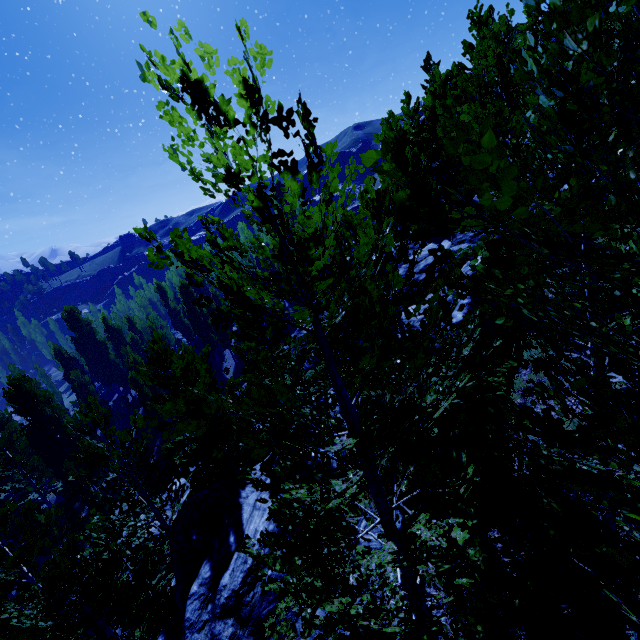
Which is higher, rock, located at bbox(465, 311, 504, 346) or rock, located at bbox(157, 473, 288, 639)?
rock, located at bbox(465, 311, 504, 346)

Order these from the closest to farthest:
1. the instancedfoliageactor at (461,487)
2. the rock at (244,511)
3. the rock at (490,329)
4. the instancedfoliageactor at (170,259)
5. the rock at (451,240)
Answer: the instancedfoliageactor at (461,487) < the instancedfoliageactor at (170,259) < the rock at (244,511) < the rock at (490,329) < the rock at (451,240)

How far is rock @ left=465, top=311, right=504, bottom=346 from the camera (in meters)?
11.40

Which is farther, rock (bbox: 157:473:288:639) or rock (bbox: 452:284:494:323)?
rock (bbox: 452:284:494:323)

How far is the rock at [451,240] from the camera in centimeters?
1477cm

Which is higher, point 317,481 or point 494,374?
point 317,481
